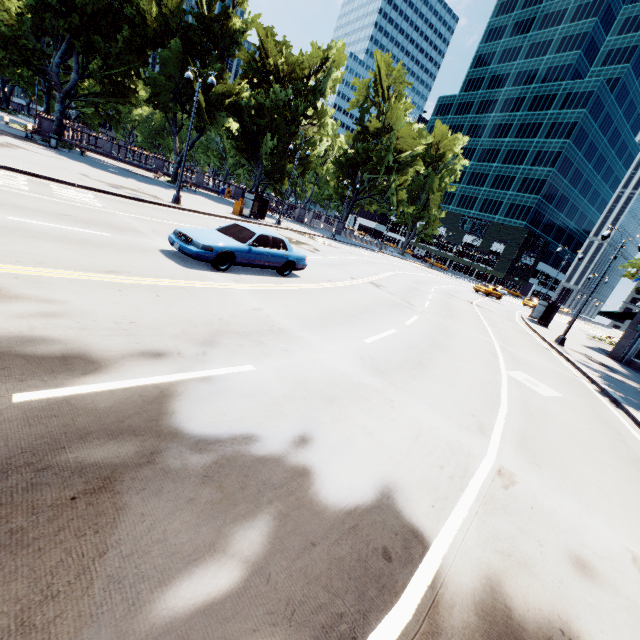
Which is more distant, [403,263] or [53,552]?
[403,263]

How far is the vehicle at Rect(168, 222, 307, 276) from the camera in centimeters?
951cm

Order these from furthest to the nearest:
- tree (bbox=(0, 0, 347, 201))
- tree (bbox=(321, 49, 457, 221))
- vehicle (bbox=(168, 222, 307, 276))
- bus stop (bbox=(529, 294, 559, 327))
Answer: tree (bbox=(321, 49, 457, 221)), bus stop (bbox=(529, 294, 559, 327)), tree (bbox=(0, 0, 347, 201)), vehicle (bbox=(168, 222, 307, 276))

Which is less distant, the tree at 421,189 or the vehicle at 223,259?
the vehicle at 223,259

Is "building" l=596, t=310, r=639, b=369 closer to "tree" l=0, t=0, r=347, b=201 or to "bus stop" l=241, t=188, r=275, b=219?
"tree" l=0, t=0, r=347, b=201

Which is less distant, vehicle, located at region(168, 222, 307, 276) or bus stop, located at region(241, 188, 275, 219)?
vehicle, located at region(168, 222, 307, 276)

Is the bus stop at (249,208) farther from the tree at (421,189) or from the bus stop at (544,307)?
the bus stop at (544,307)

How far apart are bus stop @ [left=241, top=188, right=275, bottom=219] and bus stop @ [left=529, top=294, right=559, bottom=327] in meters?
25.5 m
